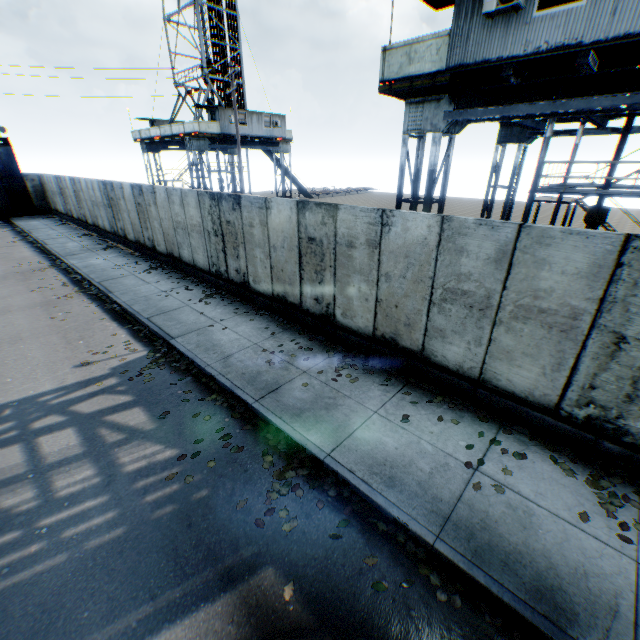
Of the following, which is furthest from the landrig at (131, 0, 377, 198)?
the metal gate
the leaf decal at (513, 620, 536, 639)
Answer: the leaf decal at (513, 620, 536, 639)

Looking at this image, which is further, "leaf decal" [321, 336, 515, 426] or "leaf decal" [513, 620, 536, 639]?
"leaf decal" [321, 336, 515, 426]

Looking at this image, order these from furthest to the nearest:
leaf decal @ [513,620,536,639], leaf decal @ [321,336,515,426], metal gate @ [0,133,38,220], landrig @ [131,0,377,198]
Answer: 1. metal gate @ [0,133,38,220]
2. landrig @ [131,0,377,198]
3. leaf decal @ [321,336,515,426]
4. leaf decal @ [513,620,536,639]

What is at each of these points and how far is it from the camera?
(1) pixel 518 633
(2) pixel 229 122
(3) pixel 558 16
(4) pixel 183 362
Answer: (1) leaf decal, 3.4m
(2) landrig, 25.7m
(3) landrig, 6.3m
(4) leaf decal, 8.0m

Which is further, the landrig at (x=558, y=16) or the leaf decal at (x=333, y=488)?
the landrig at (x=558, y=16)

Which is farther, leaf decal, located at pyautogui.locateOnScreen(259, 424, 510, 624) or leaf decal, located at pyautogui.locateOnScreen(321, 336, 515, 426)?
leaf decal, located at pyautogui.locateOnScreen(321, 336, 515, 426)

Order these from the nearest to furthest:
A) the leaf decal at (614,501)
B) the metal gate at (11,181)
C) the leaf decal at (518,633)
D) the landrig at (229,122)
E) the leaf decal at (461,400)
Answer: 1. the leaf decal at (518,633)
2. the leaf decal at (614,501)
3. the leaf decal at (461,400)
4. the landrig at (229,122)
5. the metal gate at (11,181)

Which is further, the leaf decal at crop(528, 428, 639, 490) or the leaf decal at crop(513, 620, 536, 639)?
the leaf decal at crop(528, 428, 639, 490)
